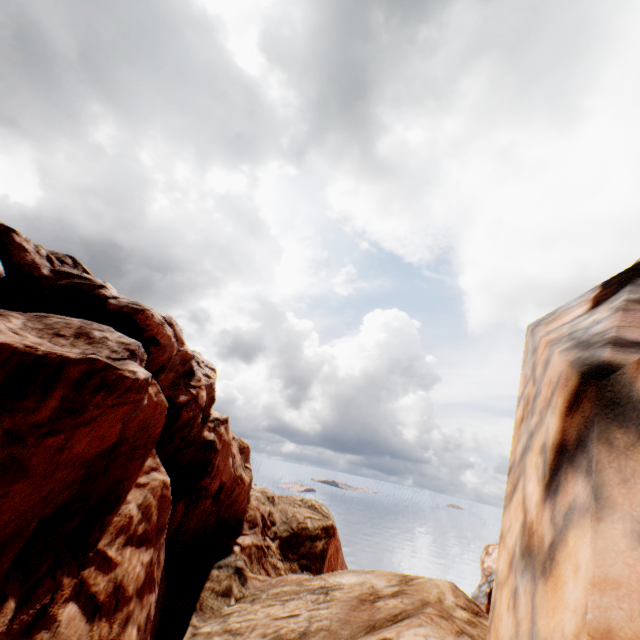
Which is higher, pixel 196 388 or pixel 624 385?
pixel 196 388
